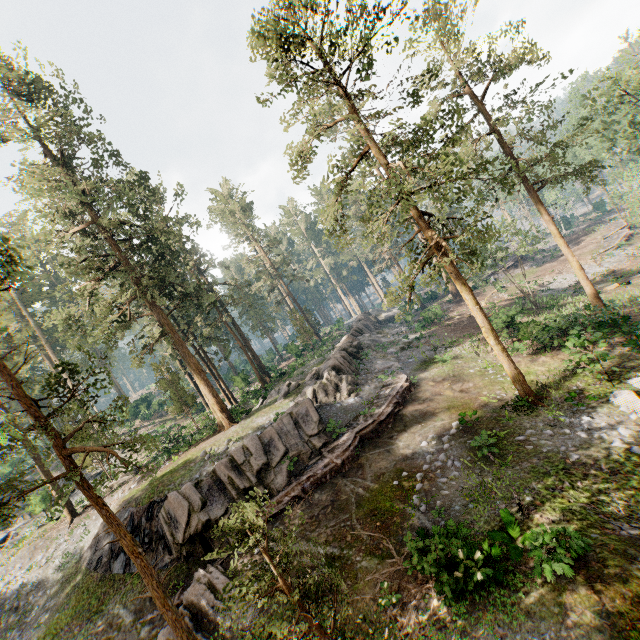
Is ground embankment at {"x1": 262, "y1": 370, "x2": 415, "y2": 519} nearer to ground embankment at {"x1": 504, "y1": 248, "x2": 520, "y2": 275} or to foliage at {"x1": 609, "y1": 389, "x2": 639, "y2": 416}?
foliage at {"x1": 609, "y1": 389, "x2": 639, "y2": 416}

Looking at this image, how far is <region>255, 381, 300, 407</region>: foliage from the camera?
26.74m

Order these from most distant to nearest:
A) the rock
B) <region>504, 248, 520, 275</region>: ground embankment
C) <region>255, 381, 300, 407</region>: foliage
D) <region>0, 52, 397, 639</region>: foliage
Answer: <region>504, 248, 520, 275</region>: ground embankment, <region>255, 381, 300, 407</region>: foliage, the rock, <region>0, 52, 397, 639</region>: foliage

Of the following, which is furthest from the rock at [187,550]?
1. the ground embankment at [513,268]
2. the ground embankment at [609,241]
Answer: the ground embankment at [609,241]

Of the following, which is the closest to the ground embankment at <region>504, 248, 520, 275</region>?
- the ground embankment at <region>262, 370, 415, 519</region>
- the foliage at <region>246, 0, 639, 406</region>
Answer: the foliage at <region>246, 0, 639, 406</region>

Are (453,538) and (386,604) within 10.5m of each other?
yes

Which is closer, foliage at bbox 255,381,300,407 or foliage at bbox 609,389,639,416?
foliage at bbox 609,389,639,416

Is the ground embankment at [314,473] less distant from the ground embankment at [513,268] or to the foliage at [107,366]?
the foliage at [107,366]
